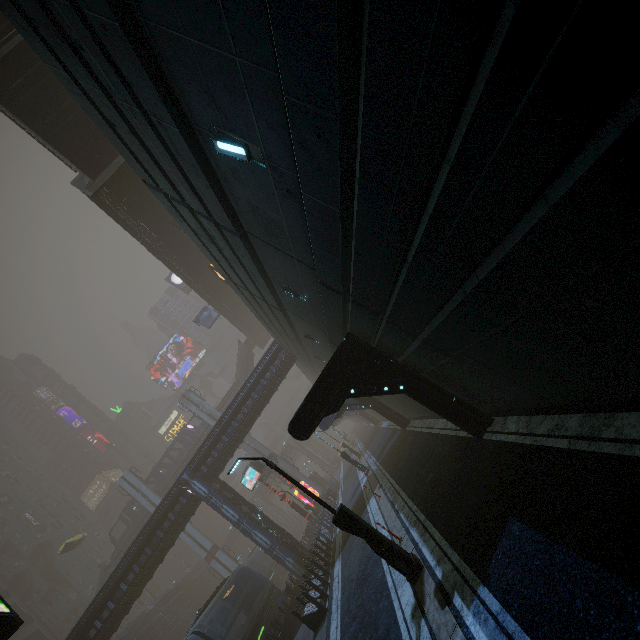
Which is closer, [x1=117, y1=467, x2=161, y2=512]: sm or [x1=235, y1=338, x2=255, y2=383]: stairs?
[x1=117, y1=467, x2=161, y2=512]: sm

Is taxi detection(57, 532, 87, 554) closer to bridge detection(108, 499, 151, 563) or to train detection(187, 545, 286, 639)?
bridge detection(108, 499, 151, 563)

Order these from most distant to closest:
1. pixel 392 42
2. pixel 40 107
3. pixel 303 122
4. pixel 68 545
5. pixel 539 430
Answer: pixel 68 545 → pixel 40 107 → pixel 539 430 → pixel 303 122 → pixel 392 42

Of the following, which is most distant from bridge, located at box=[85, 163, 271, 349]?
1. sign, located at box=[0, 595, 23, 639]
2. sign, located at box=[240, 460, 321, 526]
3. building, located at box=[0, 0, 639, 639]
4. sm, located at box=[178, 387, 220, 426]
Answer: sign, located at box=[0, 595, 23, 639]

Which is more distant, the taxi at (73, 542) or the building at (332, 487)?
the taxi at (73, 542)

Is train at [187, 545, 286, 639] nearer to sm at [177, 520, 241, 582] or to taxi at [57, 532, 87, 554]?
sm at [177, 520, 241, 582]

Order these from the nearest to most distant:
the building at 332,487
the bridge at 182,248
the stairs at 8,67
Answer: the stairs at 8,67 < the bridge at 182,248 < the building at 332,487

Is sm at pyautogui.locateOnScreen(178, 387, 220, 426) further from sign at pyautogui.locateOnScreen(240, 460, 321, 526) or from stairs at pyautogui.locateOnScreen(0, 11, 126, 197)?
sign at pyautogui.locateOnScreen(240, 460, 321, 526)
